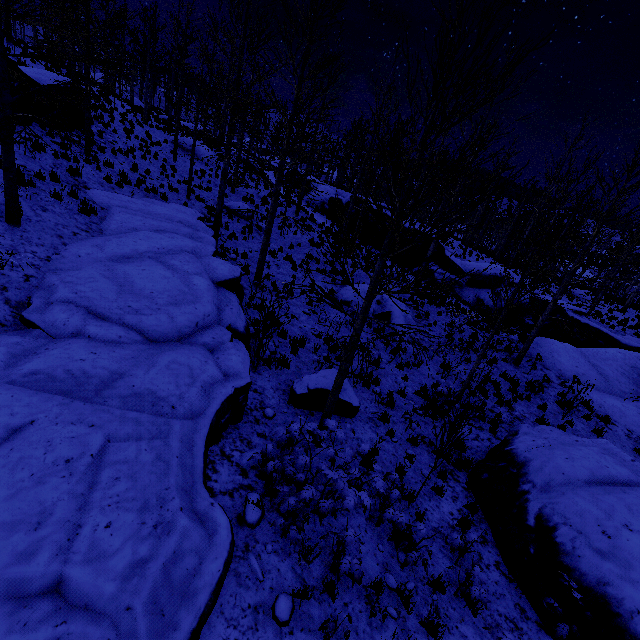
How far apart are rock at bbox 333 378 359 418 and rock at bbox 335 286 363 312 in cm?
588

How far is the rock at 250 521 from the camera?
4.86m

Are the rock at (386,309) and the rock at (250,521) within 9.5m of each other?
no

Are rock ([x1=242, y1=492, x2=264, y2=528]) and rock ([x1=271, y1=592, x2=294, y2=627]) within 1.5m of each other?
yes

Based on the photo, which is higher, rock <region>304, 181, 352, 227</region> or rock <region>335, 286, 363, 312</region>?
rock <region>304, 181, 352, 227</region>

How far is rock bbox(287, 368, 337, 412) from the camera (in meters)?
7.86

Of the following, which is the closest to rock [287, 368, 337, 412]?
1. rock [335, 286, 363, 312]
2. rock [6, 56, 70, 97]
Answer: rock [335, 286, 363, 312]

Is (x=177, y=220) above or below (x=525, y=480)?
above
